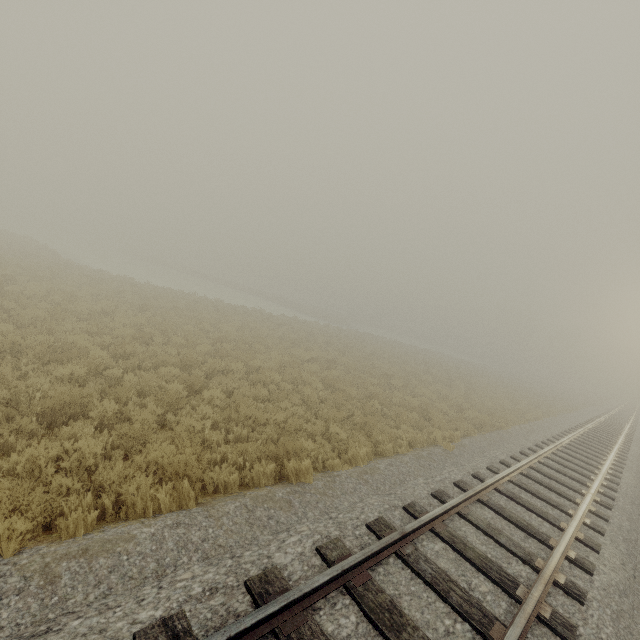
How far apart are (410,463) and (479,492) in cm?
159
